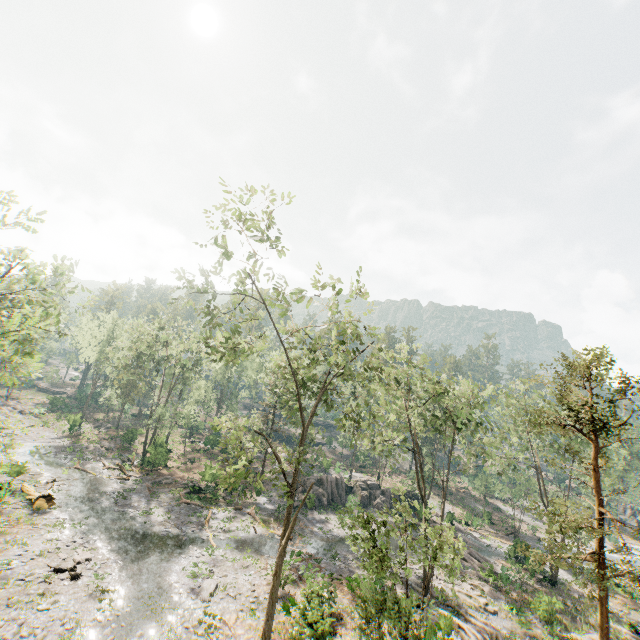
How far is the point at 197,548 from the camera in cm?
A: 2495

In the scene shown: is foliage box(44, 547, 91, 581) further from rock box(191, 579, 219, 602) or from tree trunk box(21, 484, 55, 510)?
rock box(191, 579, 219, 602)

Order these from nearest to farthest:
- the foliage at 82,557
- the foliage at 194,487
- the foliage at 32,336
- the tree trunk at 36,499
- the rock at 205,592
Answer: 1. the foliage at 32,336
2. the foliage at 82,557
3. the rock at 205,592
4. the tree trunk at 36,499
5. the foliage at 194,487

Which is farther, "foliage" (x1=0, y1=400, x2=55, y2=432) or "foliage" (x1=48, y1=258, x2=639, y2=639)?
"foliage" (x1=0, y1=400, x2=55, y2=432)

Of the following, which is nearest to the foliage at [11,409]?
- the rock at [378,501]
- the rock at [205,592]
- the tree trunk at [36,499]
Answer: the tree trunk at [36,499]

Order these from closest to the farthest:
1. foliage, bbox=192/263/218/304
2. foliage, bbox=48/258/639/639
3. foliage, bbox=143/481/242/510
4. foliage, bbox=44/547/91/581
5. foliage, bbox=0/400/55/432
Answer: foliage, bbox=48/258/639/639
foliage, bbox=192/263/218/304
foliage, bbox=44/547/91/581
foliage, bbox=0/400/55/432
foliage, bbox=143/481/242/510

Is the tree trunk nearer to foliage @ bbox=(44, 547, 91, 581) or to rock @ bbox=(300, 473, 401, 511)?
foliage @ bbox=(44, 547, 91, 581)

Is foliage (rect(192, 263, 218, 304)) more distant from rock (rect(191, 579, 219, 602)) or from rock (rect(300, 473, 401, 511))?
rock (rect(191, 579, 219, 602))
